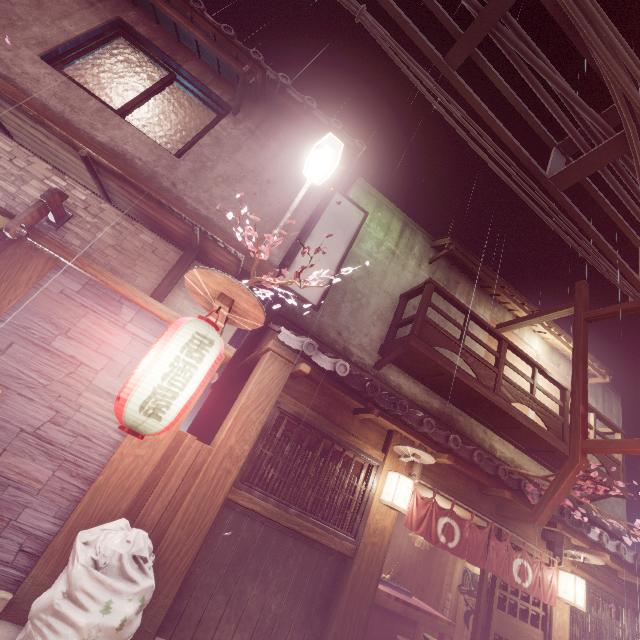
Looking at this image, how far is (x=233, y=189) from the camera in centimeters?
925cm

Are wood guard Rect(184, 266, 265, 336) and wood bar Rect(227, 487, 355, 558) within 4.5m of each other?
yes

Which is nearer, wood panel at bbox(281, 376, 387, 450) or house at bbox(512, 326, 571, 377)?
wood panel at bbox(281, 376, 387, 450)

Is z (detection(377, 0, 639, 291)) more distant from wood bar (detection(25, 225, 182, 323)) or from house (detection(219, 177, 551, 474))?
wood bar (detection(25, 225, 182, 323))

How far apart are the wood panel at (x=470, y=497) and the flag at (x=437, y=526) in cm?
53

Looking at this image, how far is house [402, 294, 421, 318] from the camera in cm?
1322

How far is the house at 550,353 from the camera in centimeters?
1642cm

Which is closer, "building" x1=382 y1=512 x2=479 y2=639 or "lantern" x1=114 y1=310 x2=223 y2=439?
"lantern" x1=114 y1=310 x2=223 y2=439
